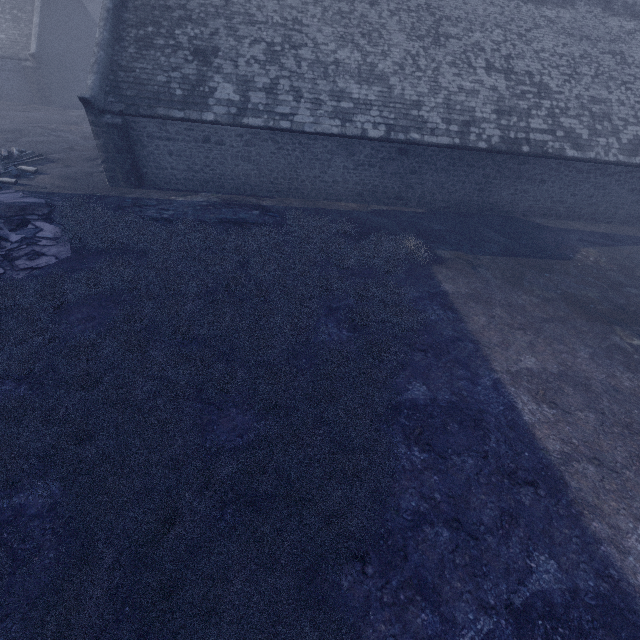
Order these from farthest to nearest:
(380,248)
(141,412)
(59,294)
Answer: (380,248), (59,294), (141,412)
